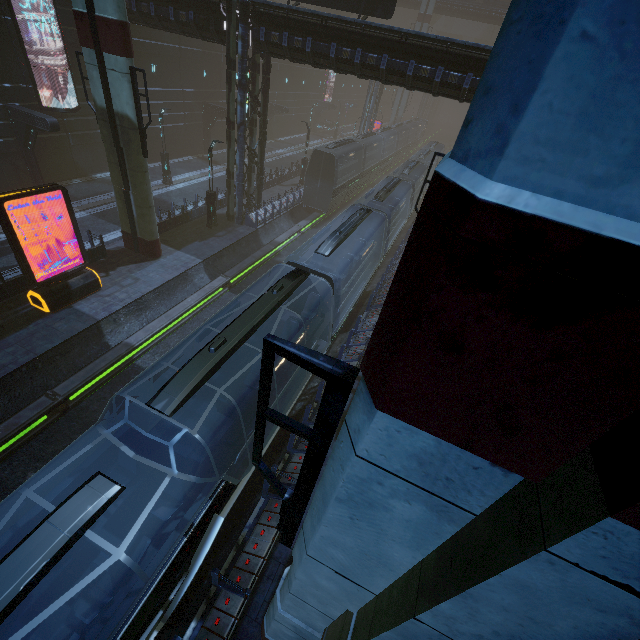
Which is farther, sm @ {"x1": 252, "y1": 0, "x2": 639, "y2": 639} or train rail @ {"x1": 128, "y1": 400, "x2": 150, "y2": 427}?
train rail @ {"x1": 128, "y1": 400, "x2": 150, "y2": 427}

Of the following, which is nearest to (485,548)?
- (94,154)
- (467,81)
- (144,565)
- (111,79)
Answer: (144,565)

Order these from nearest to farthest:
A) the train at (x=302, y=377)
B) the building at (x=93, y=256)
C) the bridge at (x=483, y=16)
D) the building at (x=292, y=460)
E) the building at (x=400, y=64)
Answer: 1. the train at (x=302, y=377)
2. the building at (x=292, y=460)
3. the building at (x=400, y=64)
4. the building at (x=93, y=256)
5. the bridge at (x=483, y=16)

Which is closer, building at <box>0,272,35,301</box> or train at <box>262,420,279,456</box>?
train at <box>262,420,279,456</box>

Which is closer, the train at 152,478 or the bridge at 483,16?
the train at 152,478

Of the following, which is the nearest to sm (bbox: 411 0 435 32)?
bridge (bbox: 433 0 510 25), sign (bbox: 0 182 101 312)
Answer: bridge (bbox: 433 0 510 25)

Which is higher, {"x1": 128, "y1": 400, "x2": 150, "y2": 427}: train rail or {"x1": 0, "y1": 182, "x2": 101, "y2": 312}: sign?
{"x1": 0, "y1": 182, "x2": 101, "y2": 312}: sign

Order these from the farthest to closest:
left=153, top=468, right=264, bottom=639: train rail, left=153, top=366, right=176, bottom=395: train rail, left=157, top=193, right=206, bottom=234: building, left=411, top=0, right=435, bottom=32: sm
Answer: left=411, top=0, right=435, bottom=32: sm < left=157, top=193, right=206, bottom=234: building < left=153, top=366, right=176, bottom=395: train rail < left=153, top=468, right=264, bottom=639: train rail
